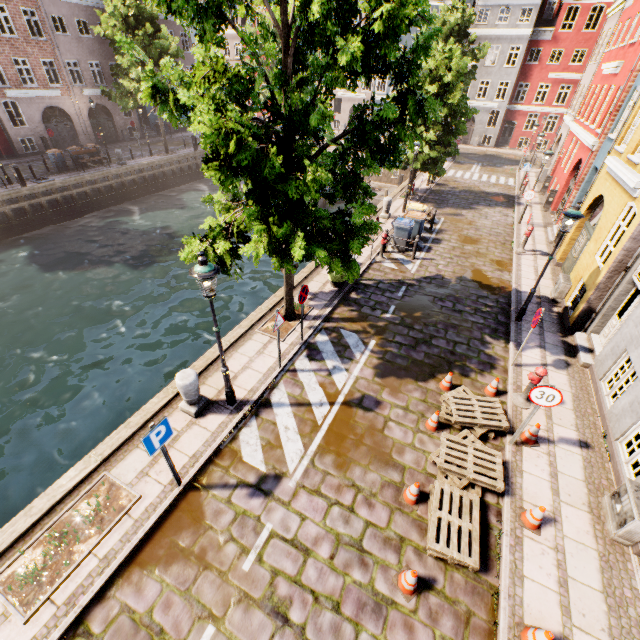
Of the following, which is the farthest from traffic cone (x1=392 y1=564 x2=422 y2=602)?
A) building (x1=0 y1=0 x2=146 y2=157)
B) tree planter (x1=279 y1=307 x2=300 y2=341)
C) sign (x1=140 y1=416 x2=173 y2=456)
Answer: building (x1=0 y1=0 x2=146 y2=157)

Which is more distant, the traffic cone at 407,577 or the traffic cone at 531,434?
the traffic cone at 531,434

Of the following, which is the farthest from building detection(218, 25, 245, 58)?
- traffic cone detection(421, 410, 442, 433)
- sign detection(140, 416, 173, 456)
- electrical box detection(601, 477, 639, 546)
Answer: electrical box detection(601, 477, 639, 546)

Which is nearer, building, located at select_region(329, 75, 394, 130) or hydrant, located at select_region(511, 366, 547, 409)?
hydrant, located at select_region(511, 366, 547, 409)

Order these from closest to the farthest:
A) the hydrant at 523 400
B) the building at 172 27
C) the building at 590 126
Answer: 1. the hydrant at 523 400
2. the building at 590 126
3. the building at 172 27

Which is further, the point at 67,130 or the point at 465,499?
the point at 67,130

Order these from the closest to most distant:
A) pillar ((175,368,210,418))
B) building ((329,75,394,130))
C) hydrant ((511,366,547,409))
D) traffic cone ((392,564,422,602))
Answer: traffic cone ((392,564,422,602)), pillar ((175,368,210,418)), hydrant ((511,366,547,409)), building ((329,75,394,130))

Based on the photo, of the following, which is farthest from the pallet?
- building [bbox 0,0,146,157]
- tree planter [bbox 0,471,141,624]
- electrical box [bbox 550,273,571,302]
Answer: building [bbox 0,0,146,157]
